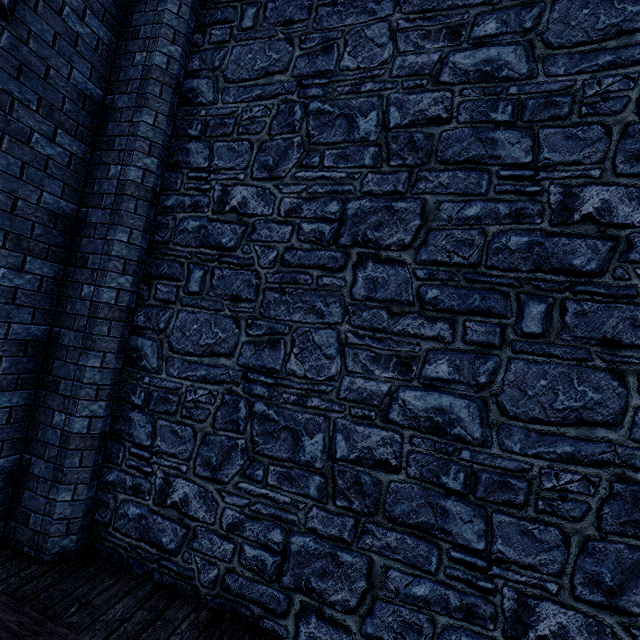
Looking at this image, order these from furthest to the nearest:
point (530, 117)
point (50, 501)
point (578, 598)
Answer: point (50, 501) → point (530, 117) → point (578, 598)
